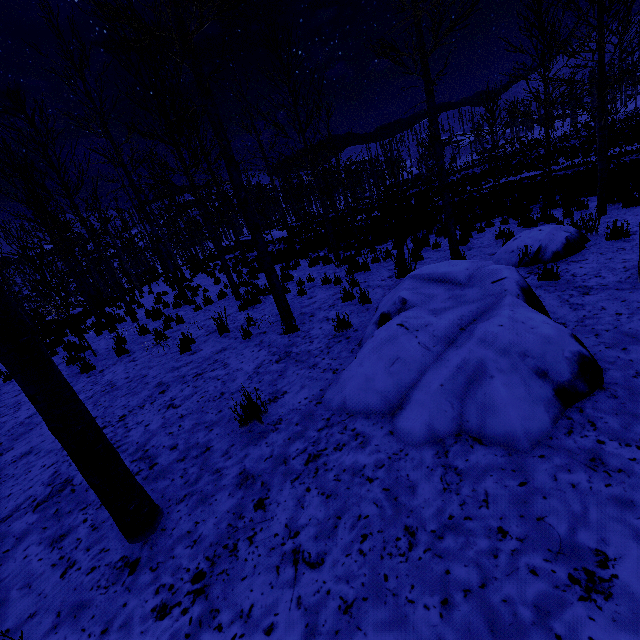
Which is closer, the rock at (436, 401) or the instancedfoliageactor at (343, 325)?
the rock at (436, 401)

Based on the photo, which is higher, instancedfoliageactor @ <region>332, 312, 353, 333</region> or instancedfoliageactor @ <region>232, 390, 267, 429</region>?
instancedfoliageactor @ <region>232, 390, 267, 429</region>

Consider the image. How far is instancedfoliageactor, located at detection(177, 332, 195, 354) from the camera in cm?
631

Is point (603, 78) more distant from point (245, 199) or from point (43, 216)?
point (43, 216)

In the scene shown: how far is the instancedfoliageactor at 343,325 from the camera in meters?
5.2

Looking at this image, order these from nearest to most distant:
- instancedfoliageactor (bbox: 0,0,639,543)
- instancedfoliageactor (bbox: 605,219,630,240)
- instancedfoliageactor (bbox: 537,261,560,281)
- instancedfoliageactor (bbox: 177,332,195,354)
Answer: instancedfoliageactor (bbox: 0,0,639,543) < instancedfoliageactor (bbox: 537,261,560,281) < instancedfoliageactor (bbox: 605,219,630,240) < instancedfoliageactor (bbox: 177,332,195,354)

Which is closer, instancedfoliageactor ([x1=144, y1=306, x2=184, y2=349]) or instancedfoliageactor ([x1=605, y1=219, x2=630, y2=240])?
instancedfoliageactor ([x1=605, y1=219, x2=630, y2=240])
